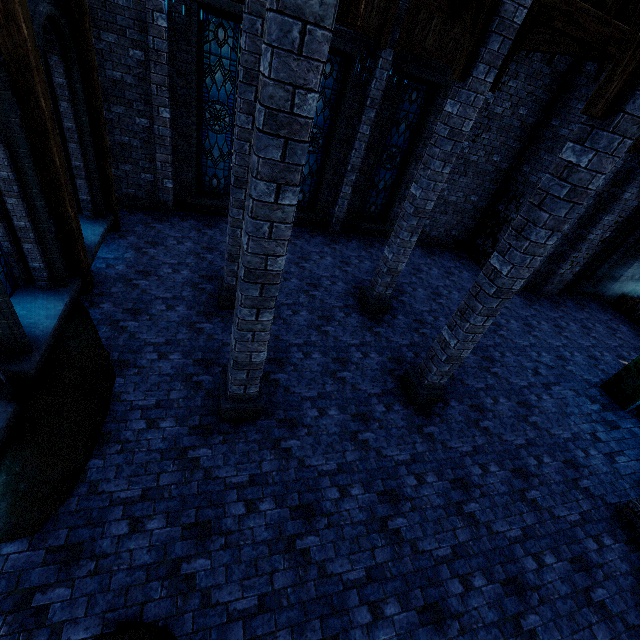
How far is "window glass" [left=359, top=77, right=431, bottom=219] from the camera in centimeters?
1043cm

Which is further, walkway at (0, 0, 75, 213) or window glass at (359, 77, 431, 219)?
window glass at (359, 77, 431, 219)

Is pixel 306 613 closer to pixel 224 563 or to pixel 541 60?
pixel 224 563

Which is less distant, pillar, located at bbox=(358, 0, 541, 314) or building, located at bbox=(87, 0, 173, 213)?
pillar, located at bbox=(358, 0, 541, 314)

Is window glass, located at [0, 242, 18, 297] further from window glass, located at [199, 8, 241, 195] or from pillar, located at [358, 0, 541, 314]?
pillar, located at [358, 0, 541, 314]

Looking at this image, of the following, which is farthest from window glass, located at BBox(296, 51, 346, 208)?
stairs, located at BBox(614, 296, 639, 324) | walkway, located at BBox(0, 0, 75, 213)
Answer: stairs, located at BBox(614, 296, 639, 324)

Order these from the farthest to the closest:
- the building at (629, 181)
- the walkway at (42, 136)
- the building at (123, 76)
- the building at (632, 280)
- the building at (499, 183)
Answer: the building at (632, 280) → the building at (629, 181) → the building at (123, 76) → the building at (499, 183) → the walkway at (42, 136)

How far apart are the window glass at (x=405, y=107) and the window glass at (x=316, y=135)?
1.84m
